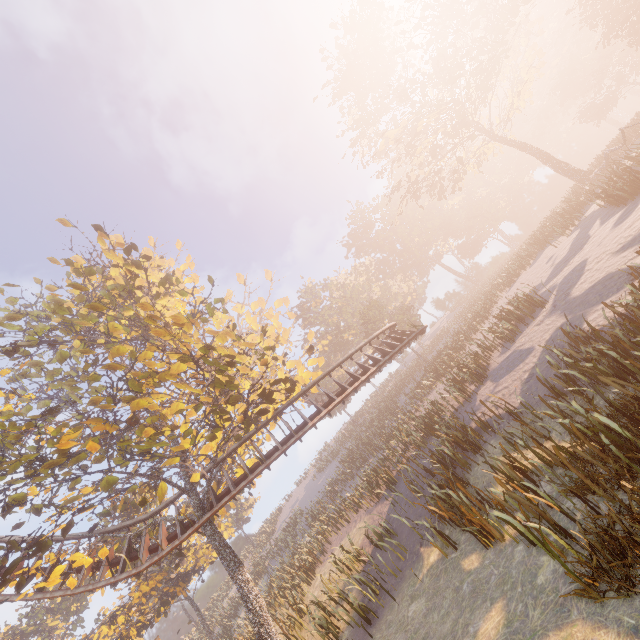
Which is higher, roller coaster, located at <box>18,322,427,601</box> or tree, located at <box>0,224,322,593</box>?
tree, located at <box>0,224,322,593</box>

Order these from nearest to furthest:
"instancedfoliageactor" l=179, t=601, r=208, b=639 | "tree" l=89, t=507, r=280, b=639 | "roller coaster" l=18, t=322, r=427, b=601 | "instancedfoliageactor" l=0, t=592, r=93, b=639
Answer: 1. "tree" l=89, t=507, r=280, b=639
2. "roller coaster" l=18, t=322, r=427, b=601
3. "instancedfoliageactor" l=0, t=592, r=93, b=639
4. "instancedfoliageactor" l=179, t=601, r=208, b=639

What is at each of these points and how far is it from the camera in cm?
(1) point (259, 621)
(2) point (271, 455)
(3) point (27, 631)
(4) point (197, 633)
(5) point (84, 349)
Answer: (1) tree, 1181
(2) roller coaster, 1563
(3) instancedfoliageactor, 3675
(4) instancedfoliageactor, 4397
(5) tree, 1089

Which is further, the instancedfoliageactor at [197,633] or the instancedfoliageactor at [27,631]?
the instancedfoliageactor at [197,633]

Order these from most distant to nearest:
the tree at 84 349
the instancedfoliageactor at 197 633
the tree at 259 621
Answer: the instancedfoliageactor at 197 633, the tree at 259 621, the tree at 84 349

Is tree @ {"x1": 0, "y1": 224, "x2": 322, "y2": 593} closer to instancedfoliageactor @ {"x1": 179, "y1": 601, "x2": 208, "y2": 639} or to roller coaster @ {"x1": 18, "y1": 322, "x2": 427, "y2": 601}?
roller coaster @ {"x1": 18, "y1": 322, "x2": 427, "y2": 601}

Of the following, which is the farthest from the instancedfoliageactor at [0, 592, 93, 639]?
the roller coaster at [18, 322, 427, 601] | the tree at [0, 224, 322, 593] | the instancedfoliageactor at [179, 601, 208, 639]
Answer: the tree at [0, 224, 322, 593]

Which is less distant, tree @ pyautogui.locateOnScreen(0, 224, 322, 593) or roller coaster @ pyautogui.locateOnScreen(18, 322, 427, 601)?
tree @ pyautogui.locateOnScreen(0, 224, 322, 593)
